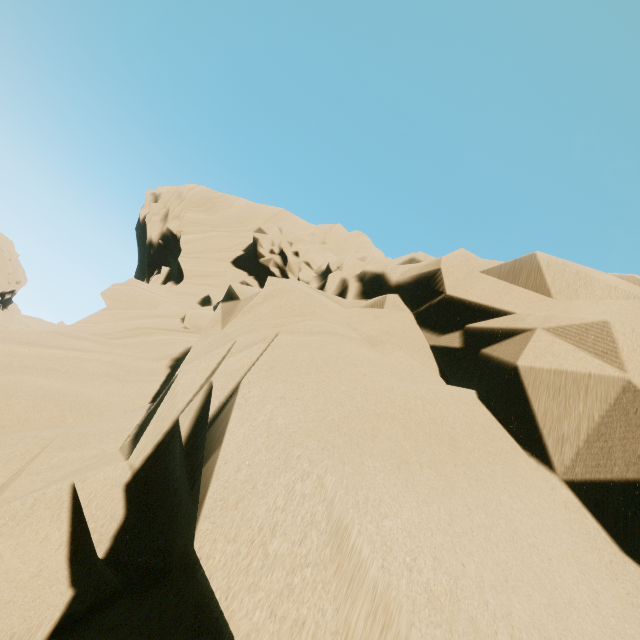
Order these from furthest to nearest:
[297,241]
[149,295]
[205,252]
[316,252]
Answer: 1. [205,252]
2. [297,241]
3. [316,252]
4. [149,295]
